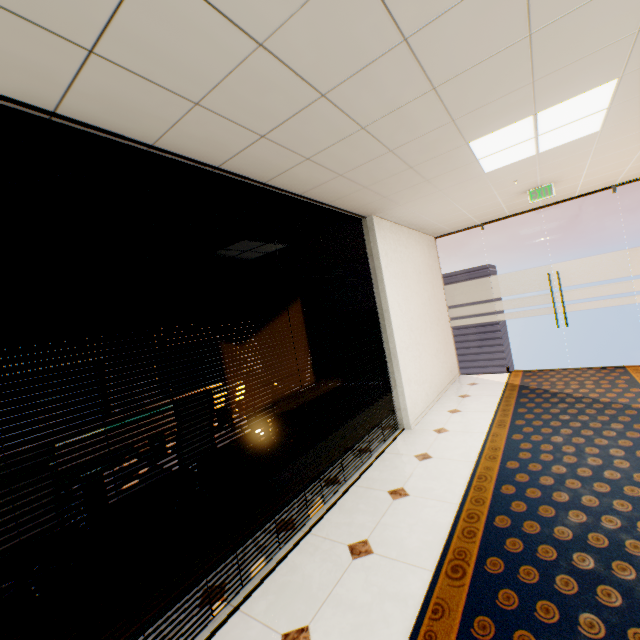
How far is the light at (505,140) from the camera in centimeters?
268cm

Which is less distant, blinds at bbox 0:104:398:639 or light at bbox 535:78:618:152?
blinds at bbox 0:104:398:639

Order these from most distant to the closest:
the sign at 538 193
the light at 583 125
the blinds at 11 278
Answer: the sign at 538 193, the light at 583 125, the blinds at 11 278

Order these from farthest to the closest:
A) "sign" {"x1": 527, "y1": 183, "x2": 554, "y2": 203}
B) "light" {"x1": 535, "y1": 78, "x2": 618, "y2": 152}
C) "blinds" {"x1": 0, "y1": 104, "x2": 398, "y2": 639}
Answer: "sign" {"x1": 527, "y1": 183, "x2": 554, "y2": 203} < "light" {"x1": 535, "y1": 78, "x2": 618, "y2": 152} < "blinds" {"x1": 0, "y1": 104, "x2": 398, "y2": 639}

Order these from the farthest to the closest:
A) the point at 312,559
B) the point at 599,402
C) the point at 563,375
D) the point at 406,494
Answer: the point at 563,375, the point at 599,402, the point at 406,494, the point at 312,559

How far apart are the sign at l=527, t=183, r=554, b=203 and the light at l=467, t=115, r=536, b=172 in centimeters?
150cm

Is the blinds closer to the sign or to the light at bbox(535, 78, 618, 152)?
the light at bbox(535, 78, 618, 152)
